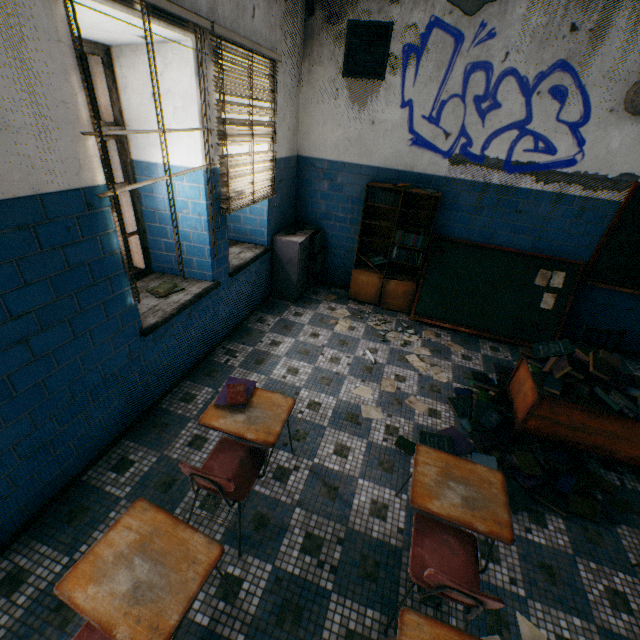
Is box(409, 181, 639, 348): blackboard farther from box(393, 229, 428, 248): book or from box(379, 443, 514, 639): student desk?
box(379, 443, 514, 639): student desk

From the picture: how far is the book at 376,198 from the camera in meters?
4.4

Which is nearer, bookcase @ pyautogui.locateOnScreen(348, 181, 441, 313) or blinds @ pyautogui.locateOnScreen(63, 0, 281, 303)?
blinds @ pyautogui.locateOnScreen(63, 0, 281, 303)

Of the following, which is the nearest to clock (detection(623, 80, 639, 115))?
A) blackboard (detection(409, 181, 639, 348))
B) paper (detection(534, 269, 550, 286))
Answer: blackboard (detection(409, 181, 639, 348))

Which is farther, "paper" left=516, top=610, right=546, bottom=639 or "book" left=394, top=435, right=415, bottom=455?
"book" left=394, top=435, right=415, bottom=455

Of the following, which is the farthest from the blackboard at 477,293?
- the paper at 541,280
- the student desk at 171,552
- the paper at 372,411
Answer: the student desk at 171,552

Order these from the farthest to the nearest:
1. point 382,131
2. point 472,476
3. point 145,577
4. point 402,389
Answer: point 382,131, point 402,389, point 472,476, point 145,577

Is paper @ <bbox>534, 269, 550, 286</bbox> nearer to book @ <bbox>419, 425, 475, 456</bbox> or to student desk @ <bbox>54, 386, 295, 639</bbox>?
book @ <bbox>419, 425, 475, 456</bbox>
